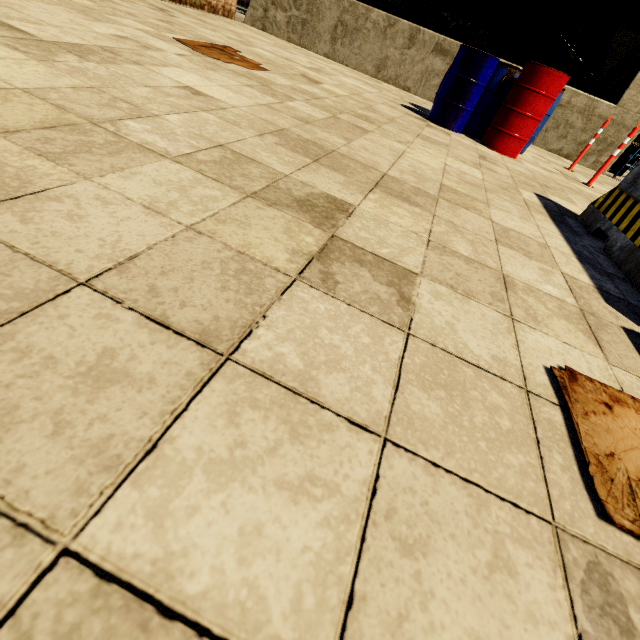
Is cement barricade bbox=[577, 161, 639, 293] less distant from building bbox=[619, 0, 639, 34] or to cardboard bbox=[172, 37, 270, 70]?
cardboard bbox=[172, 37, 270, 70]

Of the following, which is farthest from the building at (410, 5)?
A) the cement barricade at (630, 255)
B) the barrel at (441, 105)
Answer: the cement barricade at (630, 255)

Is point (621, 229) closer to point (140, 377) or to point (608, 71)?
point (140, 377)

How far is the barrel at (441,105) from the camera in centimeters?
462cm

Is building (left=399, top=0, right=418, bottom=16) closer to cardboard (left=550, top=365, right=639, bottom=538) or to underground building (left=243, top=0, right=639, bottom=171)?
underground building (left=243, top=0, right=639, bottom=171)

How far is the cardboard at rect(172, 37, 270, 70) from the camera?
3.7 meters

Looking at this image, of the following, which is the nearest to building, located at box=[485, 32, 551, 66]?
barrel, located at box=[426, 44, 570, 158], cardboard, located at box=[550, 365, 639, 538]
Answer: barrel, located at box=[426, 44, 570, 158]

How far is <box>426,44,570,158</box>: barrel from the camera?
4.6 meters
